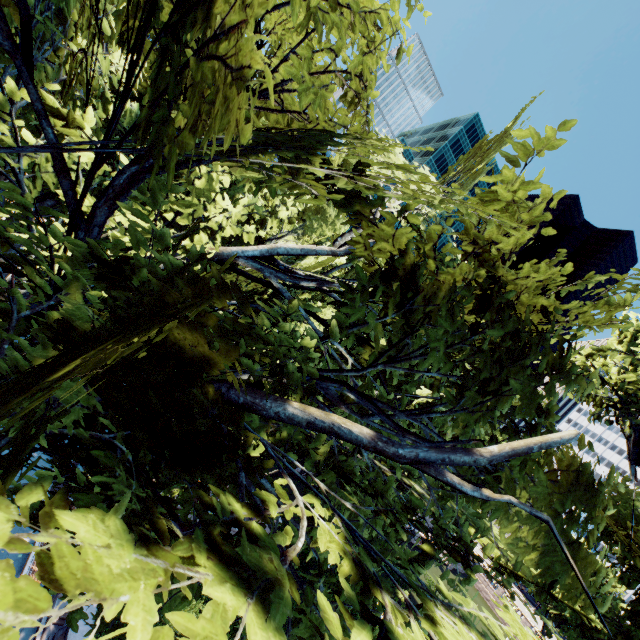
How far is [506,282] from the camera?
4.4 meters
